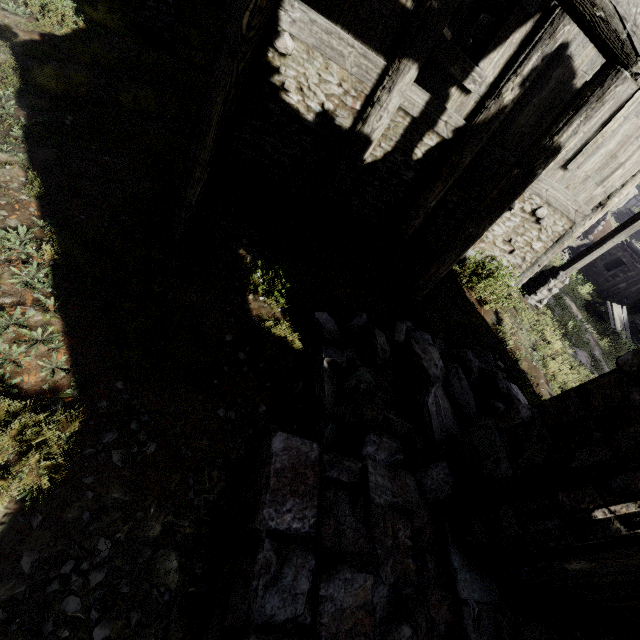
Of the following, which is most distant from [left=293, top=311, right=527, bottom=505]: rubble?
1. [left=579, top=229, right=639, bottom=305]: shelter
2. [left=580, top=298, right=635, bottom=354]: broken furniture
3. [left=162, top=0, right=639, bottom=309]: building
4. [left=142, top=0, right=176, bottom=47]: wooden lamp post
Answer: [left=580, top=298, right=635, bottom=354]: broken furniture

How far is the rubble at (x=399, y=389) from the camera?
4.0 meters

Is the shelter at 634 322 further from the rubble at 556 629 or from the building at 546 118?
the rubble at 556 629

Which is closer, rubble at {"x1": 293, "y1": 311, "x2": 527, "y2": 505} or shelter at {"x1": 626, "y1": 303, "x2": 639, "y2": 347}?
rubble at {"x1": 293, "y1": 311, "x2": 527, "y2": 505}

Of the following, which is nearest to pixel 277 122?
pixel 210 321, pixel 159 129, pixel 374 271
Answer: pixel 159 129

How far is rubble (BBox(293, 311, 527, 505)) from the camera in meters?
4.0

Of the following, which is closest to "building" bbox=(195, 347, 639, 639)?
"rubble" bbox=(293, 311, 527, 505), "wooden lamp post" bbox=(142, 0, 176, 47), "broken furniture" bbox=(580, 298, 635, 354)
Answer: "rubble" bbox=(293, 311, 527, 505)

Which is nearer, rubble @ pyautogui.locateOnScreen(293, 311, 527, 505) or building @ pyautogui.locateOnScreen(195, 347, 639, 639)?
building @ pyautogui.locateOnScreen(195, 347, 639, 639)
